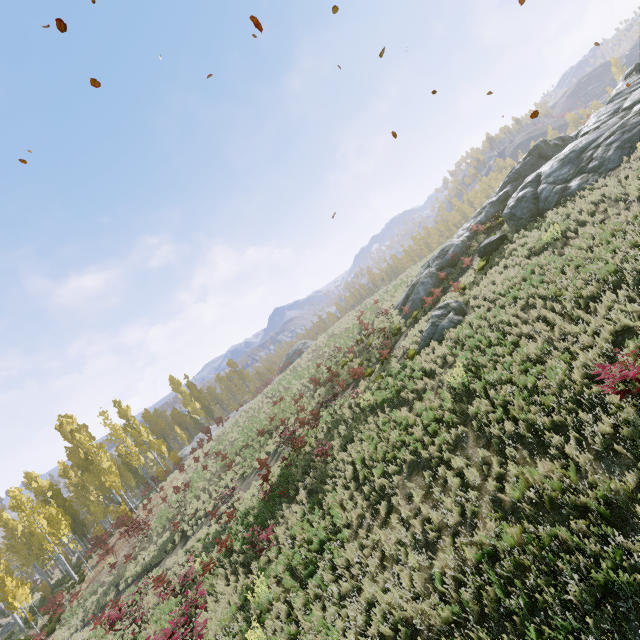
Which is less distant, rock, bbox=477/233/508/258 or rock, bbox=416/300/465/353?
rock, bbox=416/300/465/353

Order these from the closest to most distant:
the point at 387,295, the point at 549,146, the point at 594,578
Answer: the point at 594,578
the point at 549,146
the point at 387,295

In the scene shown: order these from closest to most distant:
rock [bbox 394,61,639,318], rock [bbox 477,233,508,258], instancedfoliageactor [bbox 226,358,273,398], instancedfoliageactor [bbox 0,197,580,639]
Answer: instancedfoliageactor [bbox 0,197,580,639] < rock [bbox 394,61,639,318] < rock [bbox 477,233,508,258] < instancedfoliageactor [bbox 226,358,273,398]

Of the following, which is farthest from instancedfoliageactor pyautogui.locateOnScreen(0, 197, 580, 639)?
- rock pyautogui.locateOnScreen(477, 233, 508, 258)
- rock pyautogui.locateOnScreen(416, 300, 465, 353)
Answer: rock pyautogui.locateOnScreen(416, 300, 465, 353)

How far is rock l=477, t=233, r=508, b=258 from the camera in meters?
18.7 m

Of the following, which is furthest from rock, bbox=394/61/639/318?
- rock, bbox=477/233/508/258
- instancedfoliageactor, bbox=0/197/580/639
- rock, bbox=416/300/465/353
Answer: instancedfoliageactor, bbox=0/197/580/639

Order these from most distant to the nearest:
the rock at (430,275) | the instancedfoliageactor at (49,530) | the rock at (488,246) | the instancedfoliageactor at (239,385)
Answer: the instancedfoliageactor at (239,385) → the rock at (488,246) → the rock at (430,275) → the instancedfoliageactor at (49,530)

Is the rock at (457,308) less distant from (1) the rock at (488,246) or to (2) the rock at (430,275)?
(1) the rock at (488,246)
